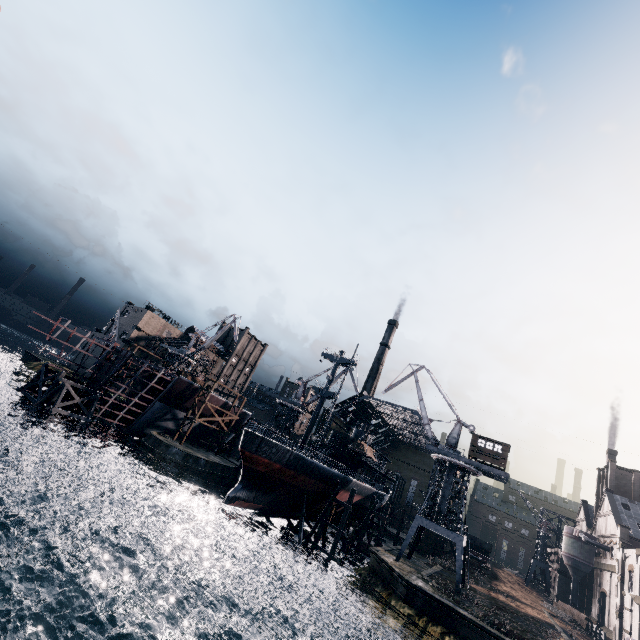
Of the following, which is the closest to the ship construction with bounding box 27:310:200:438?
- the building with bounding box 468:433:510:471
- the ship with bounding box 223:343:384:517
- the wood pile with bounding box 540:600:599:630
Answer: the ship with bounding box 223:343:384:517

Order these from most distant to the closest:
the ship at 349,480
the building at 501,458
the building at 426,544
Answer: the building at 426,544, the building at 501,458, the ship at 349,480

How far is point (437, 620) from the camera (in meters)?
30.55

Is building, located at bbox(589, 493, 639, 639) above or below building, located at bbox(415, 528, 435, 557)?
above

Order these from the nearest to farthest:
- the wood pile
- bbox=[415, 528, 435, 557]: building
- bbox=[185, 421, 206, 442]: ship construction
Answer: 1. the wood pile
2. bbox=[415, 528, 435, 557]: building
3. bbox=[185, 421, 206, 442]: ship construction

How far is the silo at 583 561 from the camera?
58.8 meters

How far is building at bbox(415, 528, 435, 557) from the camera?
57.40m

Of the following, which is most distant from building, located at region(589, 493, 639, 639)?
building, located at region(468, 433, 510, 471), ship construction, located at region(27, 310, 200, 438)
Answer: building, located at region(468, 433, 510, 471)
